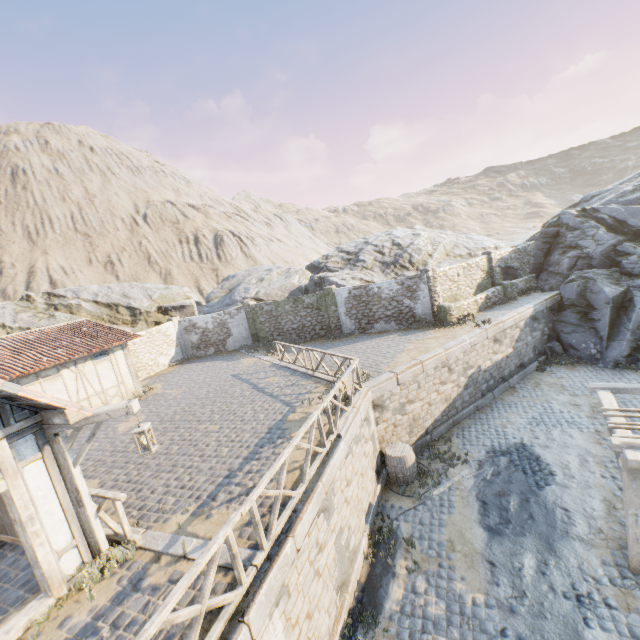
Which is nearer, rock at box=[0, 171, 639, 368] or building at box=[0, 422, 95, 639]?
building at box=[0, 422, 95, 639]

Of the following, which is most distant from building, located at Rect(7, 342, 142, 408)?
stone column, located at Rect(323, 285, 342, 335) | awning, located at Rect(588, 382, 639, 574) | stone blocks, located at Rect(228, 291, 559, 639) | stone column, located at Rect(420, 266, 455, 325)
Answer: awning, located at Rect(588, 382, 639, 574)

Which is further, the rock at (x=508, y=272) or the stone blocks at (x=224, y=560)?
the rock at (x=508, y=272)

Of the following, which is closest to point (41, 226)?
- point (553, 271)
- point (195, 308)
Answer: point (195, 308)

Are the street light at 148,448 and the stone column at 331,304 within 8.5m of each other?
no

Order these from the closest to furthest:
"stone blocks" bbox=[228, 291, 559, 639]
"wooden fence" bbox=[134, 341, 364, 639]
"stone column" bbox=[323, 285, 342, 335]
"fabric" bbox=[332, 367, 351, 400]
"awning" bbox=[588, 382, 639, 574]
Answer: "wooden fence" bbox=[134, 341, 364, 639] < "stone blocks" bbox=[228, 291, 559, 639] < "awning" bbox=[588, 382, 639, 574] < "fabric" bbox=[332, 367, 351, 400] < "stone column" bbox=[323, 285, 342, 335]

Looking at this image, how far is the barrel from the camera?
10.79m

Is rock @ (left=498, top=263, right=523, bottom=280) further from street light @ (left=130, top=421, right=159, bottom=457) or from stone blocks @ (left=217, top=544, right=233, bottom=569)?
street light @ (left=130, top=421, right=159, bottom=457)
